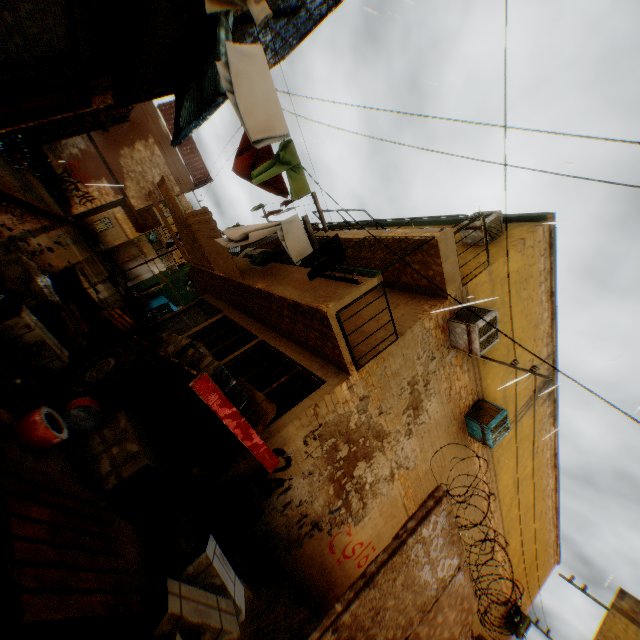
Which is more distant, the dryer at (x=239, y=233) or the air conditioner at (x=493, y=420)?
the air conditioner at (x=493, y=420)

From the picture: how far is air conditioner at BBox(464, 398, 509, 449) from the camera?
8.30m

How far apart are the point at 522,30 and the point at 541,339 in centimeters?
836cm

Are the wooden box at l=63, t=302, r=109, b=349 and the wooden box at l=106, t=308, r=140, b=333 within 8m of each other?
yes

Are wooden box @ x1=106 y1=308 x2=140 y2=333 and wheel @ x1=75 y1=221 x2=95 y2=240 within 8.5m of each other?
no

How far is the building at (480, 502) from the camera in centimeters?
979cm

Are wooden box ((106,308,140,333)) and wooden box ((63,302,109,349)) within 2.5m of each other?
yes

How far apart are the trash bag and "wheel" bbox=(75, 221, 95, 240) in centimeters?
2544cm
